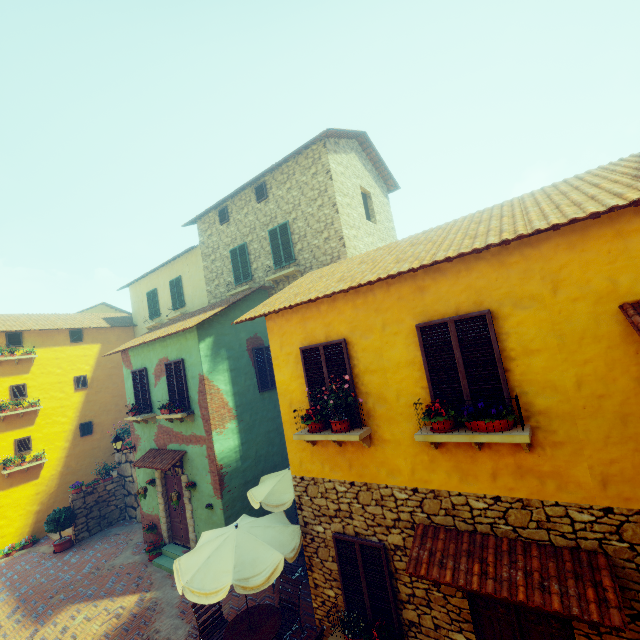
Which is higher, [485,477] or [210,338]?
[210,338]

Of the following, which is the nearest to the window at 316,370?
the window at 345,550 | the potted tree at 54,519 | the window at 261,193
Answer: the window at 345,550

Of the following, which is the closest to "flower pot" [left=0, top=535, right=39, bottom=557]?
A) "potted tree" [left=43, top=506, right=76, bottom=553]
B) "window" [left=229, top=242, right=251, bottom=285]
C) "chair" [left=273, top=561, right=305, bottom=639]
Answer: "potted tree" [left=43, top=506, right=76, bottom=553]

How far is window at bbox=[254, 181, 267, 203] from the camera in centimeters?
1314cm

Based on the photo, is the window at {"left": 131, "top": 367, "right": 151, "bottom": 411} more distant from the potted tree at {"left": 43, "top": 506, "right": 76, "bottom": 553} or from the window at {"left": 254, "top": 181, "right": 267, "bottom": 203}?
the window at {"left": 254, "top": 181, "right": 267, "bottom": 203}

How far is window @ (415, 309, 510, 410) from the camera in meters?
4.6

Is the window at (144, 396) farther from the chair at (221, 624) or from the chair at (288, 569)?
the chair at (221, 624)
